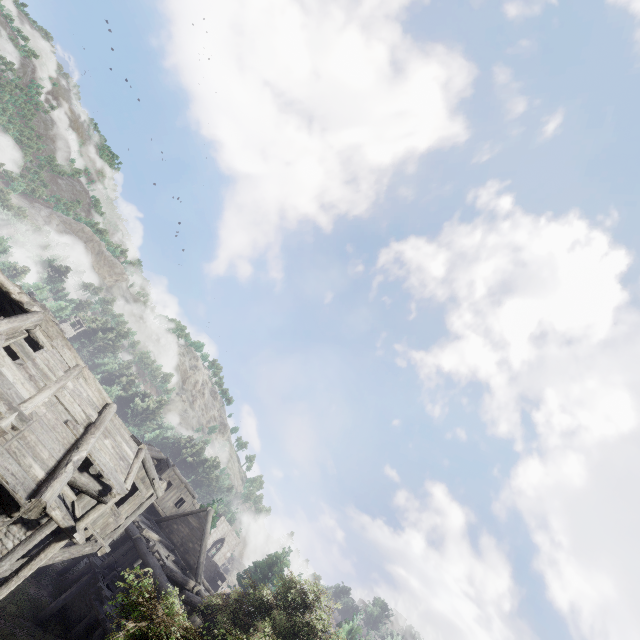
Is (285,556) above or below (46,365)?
above
